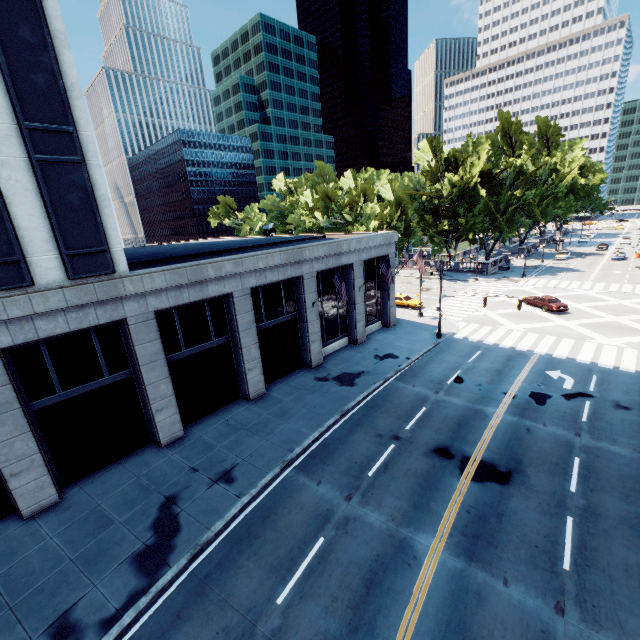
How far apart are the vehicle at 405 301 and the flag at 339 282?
18.8m

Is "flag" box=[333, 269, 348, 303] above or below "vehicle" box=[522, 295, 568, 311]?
above

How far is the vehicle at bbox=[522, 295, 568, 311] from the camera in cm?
3388

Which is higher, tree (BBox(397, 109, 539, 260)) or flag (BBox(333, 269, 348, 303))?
tree (BBox(397, 109, 539, 260))

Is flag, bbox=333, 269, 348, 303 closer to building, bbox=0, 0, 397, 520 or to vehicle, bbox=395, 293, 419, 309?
building, bbox=0, 0, 397, 520

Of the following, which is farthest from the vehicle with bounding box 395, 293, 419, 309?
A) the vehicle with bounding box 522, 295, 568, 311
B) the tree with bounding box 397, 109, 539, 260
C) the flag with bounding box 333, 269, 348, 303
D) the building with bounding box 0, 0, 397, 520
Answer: the flag with bounding box 333, 269, 348, 303

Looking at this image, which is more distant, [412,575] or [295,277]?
[295,277]

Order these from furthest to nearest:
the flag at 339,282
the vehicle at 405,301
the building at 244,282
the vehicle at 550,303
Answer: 1. the vehicle at 405,301
2. the vehicle at 550,303
3. the flag at 339,282
4. the building at 244,282
